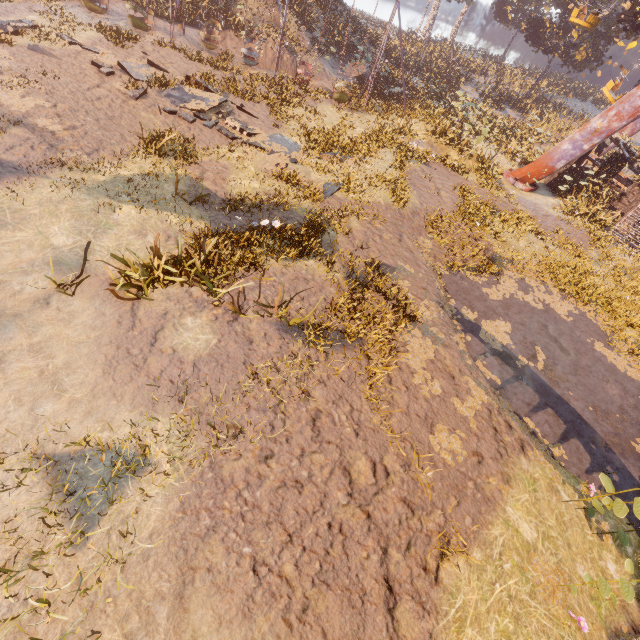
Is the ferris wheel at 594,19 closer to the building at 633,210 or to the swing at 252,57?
the building at 633,210

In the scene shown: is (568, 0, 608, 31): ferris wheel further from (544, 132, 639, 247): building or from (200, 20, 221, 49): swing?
(200, 20, 221, 49): swing

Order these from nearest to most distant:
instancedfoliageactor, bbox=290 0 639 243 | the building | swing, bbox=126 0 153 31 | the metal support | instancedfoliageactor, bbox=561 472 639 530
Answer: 1. instancedfoliageactor, bbox=561 472 639 530
2. instancedfoliageactor, bbox=290 0 639 243
3. the metal support
4. swing, bbox=126 0 153 31
5. the building

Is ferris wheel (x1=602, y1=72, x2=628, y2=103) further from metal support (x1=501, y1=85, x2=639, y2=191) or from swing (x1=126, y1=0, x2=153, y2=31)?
swing (x1=126, y1=0, x2=153, y2=31)

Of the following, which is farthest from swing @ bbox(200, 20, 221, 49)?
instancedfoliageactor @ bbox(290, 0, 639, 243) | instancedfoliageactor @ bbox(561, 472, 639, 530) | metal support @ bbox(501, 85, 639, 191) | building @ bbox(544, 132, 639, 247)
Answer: instancedfoliageactor @ bbox(561, 472, 639, 530)

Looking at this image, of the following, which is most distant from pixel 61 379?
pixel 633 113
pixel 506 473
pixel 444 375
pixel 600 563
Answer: pixel 633 113

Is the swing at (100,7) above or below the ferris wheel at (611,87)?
below

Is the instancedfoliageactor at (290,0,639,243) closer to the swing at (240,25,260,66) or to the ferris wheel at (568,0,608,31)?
the ferris wheel at (568,0,608,31)
